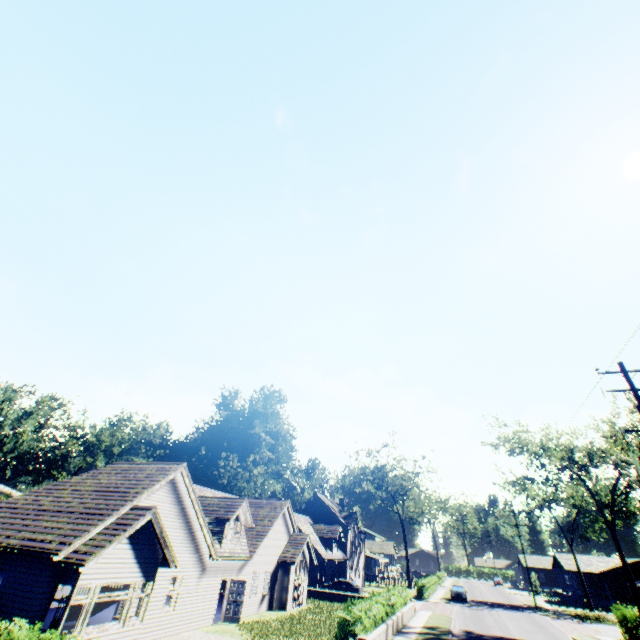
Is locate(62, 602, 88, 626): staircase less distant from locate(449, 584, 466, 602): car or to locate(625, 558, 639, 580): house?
locate(449, 584, 466, 602): car

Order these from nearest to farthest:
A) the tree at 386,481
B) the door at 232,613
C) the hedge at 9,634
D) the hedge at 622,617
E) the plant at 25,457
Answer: the hedge at 9,634 → the door at 232,613 → the hedge at 622,617 → the plant at 25,457 → the tree at 386,481

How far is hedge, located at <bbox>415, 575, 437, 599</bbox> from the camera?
39.88m

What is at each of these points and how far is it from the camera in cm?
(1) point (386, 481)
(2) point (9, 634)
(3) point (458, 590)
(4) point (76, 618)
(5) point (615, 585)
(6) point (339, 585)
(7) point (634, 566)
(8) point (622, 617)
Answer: (1) tree, 5762
(2) hedge, 911
(3) car, 4175
(4) staircase, 1653
(5) house, 4909
(6) car, 3606
(7) house, 4953
(8) hedge, 2495

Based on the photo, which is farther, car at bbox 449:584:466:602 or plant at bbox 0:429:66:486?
plant at bbox 0:429:66:486

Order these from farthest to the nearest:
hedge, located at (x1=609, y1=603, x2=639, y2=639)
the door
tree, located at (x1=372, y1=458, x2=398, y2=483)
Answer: tree, located at (x1=372, y1=458, x2=398, y2=483) < hedge, located at (x1=609, y1=603, x2=639, y2=639) < the door

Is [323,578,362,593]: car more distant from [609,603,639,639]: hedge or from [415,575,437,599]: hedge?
[609,603,639,639]: hedge

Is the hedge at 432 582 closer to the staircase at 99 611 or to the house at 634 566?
the house at 634 566
